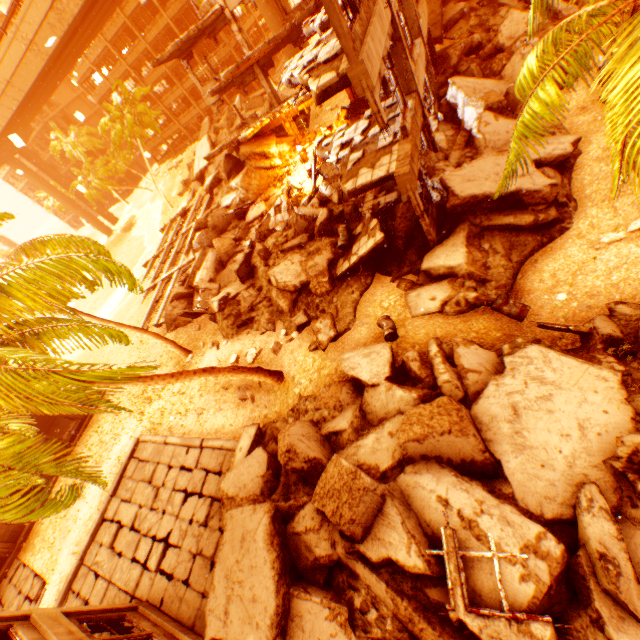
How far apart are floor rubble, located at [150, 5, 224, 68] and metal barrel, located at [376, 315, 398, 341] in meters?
21.4 m

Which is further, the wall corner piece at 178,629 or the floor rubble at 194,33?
the floor rubble at 194,33

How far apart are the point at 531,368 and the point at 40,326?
11.71m

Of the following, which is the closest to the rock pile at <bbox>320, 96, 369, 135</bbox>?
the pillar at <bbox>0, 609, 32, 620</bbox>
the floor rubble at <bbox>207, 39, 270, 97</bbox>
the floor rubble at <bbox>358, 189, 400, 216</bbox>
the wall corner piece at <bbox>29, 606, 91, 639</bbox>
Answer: the floor rubble at <bbox>358, 189, 400, 216</bbox>

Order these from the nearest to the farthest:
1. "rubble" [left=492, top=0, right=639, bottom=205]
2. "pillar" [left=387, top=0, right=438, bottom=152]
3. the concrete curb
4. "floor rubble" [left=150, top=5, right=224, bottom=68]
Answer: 1. "rubble" [left=492, top=0, right=639, bottom=205]
2. "pillar" [left=387, top=0, right=438, bottom=152]
3. the concrete curb
4. "floor rubble" [left=150, top=5, right=224, bottom=68]

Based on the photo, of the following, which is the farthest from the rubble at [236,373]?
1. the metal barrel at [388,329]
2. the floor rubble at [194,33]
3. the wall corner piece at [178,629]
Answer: the floor rubble at [194,33]

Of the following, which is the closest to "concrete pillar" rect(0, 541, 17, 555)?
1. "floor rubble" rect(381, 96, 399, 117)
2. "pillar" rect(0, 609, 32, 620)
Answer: "pillar" rect(0, 609, 32, 620)

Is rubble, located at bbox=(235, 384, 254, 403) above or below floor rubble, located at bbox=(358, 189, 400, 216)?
below
